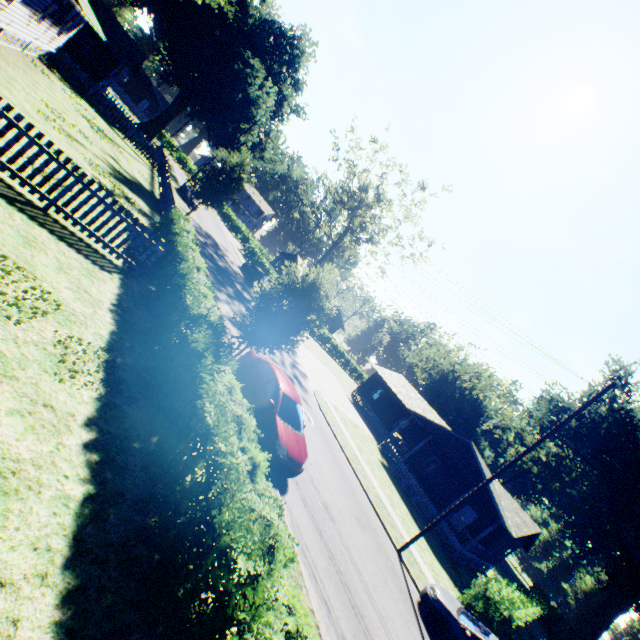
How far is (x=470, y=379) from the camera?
56.6 meters

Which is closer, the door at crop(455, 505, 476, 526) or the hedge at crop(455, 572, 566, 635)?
the hedge at crop(455, 572, 566, 635)

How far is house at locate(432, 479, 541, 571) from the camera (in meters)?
23.12

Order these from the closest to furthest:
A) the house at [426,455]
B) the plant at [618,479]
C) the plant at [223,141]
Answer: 1. the house at [426,455]
2. the plant at [223,141]
3. the plant at [618,479]

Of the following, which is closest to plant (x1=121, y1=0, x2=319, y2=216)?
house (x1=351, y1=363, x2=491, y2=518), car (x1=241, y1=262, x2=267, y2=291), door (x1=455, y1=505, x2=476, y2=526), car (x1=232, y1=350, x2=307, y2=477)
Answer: car (x1=232, y1=350, x2=307, y2=477)

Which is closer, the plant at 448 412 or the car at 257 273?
the car at 257 273

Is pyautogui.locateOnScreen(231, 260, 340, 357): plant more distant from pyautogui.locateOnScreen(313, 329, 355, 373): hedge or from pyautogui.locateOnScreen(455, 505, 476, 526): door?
pyautogui.locateOnScreen(455, 505, 476, 526): door

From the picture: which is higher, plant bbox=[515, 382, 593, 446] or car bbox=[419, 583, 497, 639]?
plant bbox=[515, 382, 593, 446]
